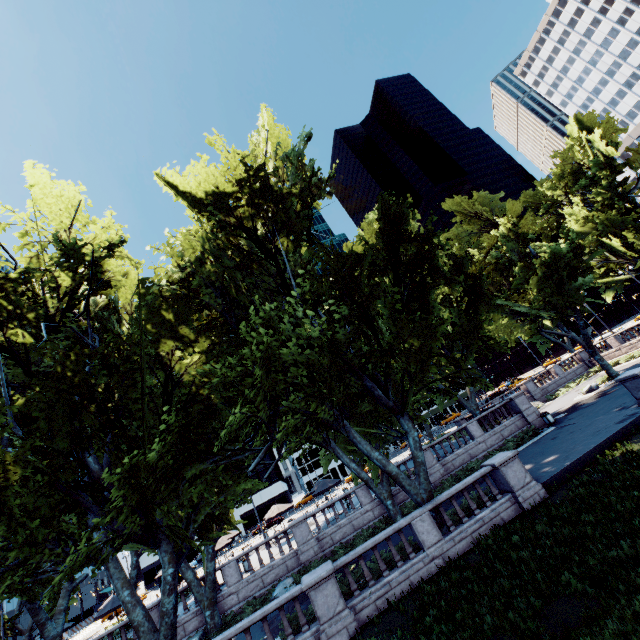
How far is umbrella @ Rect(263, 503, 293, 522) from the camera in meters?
28.5 m

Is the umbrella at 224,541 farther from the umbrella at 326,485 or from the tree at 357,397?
the umbrella at 326,485

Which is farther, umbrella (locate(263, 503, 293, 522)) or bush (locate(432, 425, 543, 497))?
umbrella (locate(263, 503, 293, 522))

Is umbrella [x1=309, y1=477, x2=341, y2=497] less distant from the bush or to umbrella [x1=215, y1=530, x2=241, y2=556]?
umbrella [x1=215, y1=530, x2=241, y2=556]

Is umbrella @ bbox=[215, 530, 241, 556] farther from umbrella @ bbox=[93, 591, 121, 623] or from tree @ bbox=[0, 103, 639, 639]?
umbrella @ bbox=[93, 591, 121, 623]

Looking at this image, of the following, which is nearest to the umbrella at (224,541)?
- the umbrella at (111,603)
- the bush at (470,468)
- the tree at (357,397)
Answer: the tree at (357,397)

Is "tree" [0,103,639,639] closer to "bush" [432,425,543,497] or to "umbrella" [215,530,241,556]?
"umbrella" [215,530,241,556]

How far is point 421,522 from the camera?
14.3m
